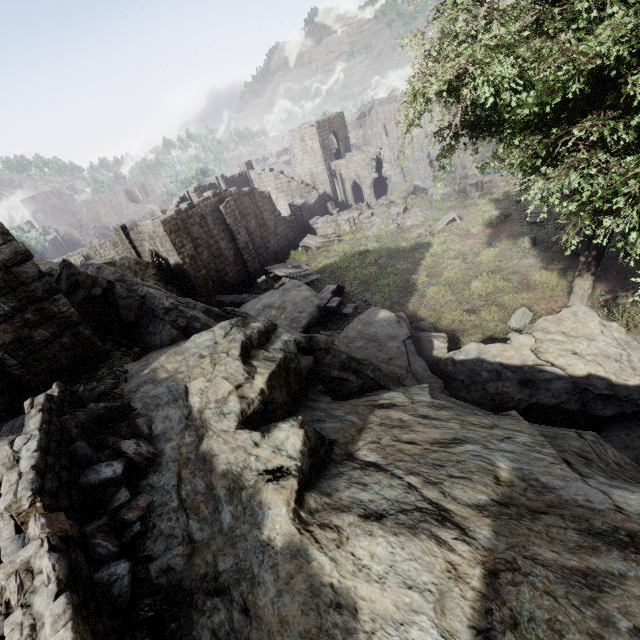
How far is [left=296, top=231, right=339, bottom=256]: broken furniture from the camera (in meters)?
28.15

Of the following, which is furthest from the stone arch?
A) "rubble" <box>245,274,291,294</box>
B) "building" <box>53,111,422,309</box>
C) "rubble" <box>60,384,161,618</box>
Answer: "rubble" <box>60,384,161,618</box>

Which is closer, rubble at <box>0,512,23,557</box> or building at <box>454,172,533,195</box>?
rubble at <box>0,512,23,557</box>

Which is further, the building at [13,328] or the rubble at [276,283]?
the rubble at [276,283]

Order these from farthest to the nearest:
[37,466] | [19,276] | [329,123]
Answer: [329,123] < [19,276] < [37,466]

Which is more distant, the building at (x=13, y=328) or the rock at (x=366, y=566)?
the building at (x=13, y=328)

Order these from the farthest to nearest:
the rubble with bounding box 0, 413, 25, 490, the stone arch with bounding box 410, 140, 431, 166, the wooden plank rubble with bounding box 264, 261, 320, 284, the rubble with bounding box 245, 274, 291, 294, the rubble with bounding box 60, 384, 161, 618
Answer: the stone arch with bounding box 410, 140, 431, 166, the rubble with bounding box 245, 274, 291, 294, the wooden plank rubble with bounding box 264, 261, 320, 284, the rubble with bounding box 0, 413, 25, 490, the rubble with bounding box 60, 384, 161, 618

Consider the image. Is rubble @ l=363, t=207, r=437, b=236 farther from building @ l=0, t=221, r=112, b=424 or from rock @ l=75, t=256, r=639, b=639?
rock @ l=75, t=256, r=639, b=639
